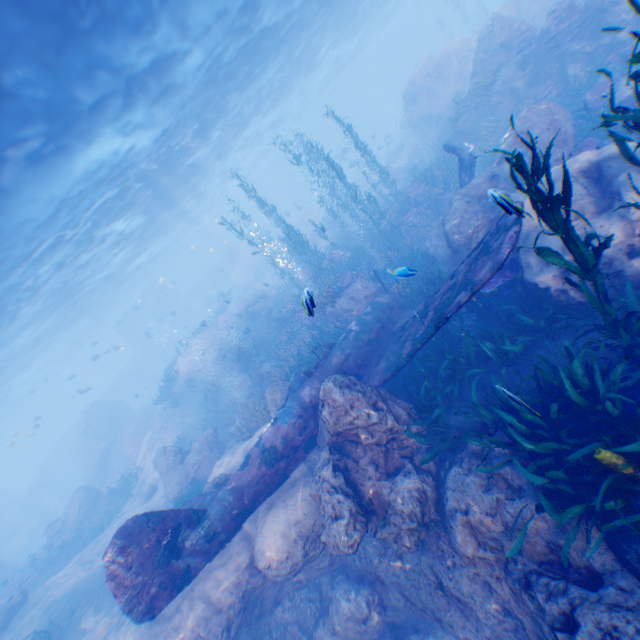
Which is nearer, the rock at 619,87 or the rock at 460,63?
the rock at 619,87

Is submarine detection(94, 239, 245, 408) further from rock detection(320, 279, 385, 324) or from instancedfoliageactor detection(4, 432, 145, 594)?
instancedfoliageactor detection(4, 432, 145, 594)

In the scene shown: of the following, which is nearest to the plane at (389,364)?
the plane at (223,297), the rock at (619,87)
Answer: the rock at (619,87)

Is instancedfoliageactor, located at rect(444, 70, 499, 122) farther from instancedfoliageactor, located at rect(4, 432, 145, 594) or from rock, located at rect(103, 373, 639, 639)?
instancedfoliageactor, located at rect(4, 432, 145, 594)

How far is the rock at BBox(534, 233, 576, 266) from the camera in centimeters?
636cm

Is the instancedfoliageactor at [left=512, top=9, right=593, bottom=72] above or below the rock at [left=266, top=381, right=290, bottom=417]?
above

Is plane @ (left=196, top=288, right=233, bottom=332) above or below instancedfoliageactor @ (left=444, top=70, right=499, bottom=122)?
above

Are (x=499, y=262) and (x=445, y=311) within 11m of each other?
yes
